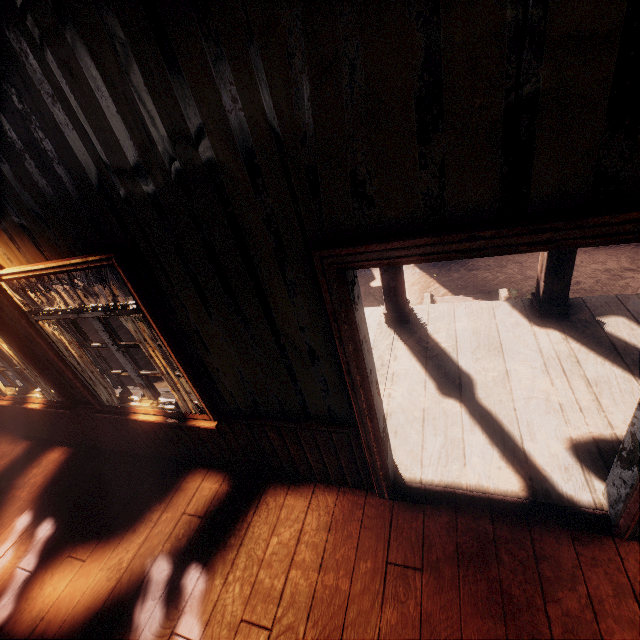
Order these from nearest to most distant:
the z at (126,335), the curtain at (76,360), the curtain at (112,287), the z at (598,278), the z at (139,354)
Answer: the curtain at (112,287)
the curtain at (76,360)
the z at (598,278)
the z at (139,354)
the z at (126,335)

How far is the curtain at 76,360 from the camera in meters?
2.8

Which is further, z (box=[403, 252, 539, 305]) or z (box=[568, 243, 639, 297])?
z (box=[403, 252, 539, 305])

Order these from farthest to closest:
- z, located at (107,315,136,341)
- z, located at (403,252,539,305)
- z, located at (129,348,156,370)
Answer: z, located at (107,315,136,341)
z, located at (129,348,156,370)
z, located at (403,252,539,305)

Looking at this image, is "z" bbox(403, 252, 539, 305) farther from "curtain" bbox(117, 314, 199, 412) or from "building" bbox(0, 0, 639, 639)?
"curtain" bbox(117, 314, 199, 412)

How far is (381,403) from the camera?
2.5m

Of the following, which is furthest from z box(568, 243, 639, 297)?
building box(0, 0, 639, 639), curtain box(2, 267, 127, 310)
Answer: curtain box(2, 267, 127, 310)

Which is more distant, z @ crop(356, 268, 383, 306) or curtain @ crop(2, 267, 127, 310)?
z @ crop(356, 268, 383, 306)
